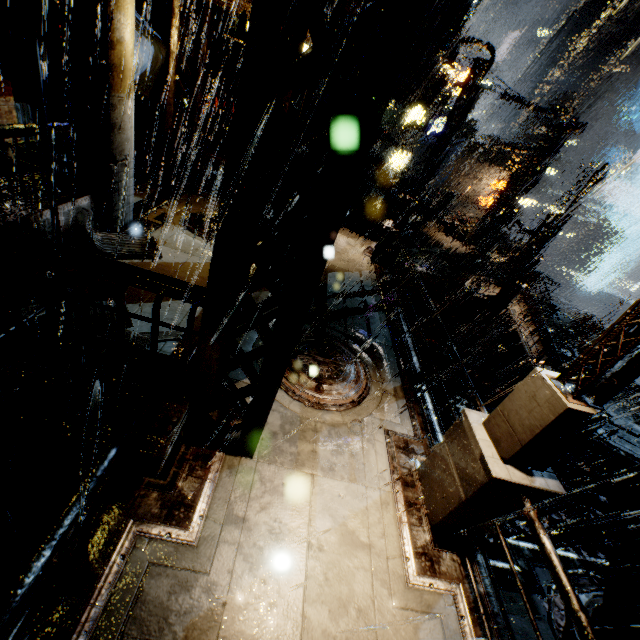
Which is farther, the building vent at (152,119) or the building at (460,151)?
the building at (460,151)

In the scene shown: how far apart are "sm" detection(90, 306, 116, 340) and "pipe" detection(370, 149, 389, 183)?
21.26m

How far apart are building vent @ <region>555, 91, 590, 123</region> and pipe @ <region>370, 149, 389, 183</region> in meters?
56.5 m

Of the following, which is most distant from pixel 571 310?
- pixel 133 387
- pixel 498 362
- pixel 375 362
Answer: pixel 133 387

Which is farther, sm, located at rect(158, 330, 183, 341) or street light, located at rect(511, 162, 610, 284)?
street light, located at rect(511, 162, 610, 284)

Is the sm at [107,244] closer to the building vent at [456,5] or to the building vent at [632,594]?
the building vent at [632,594]

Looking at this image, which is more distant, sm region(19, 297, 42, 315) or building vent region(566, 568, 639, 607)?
building vent region(566, 568, 639, 607)

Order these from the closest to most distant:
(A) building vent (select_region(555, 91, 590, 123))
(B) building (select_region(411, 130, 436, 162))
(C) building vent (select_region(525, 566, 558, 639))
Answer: (C) building vent (select_region(525, 566, 558, 639)) < (B) building (select_region(411, 130, 436, 162)) < (A) building vent (select_region(555, 91, 590, 123))
